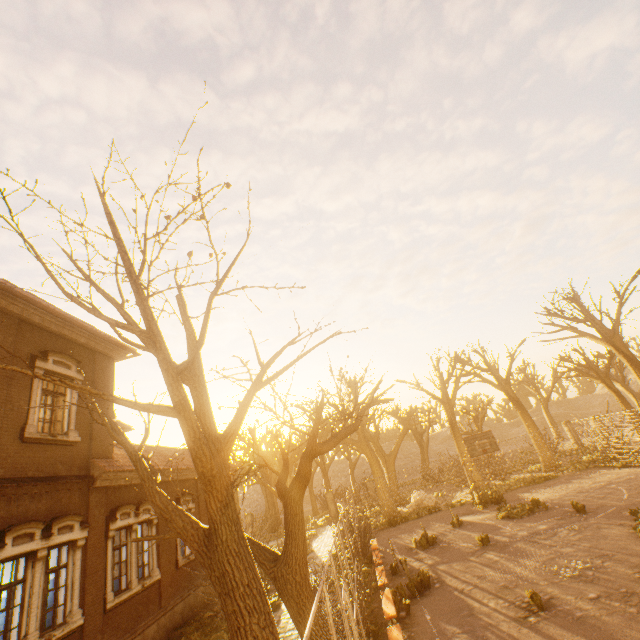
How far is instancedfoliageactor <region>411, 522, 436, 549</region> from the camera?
14.6m

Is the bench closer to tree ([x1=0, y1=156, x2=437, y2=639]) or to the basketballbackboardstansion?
tree ([x1=0, y1=156, x2=437, y2=639])

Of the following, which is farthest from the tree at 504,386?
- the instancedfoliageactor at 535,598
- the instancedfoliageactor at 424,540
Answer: the instancedfoliageactor at 424,540

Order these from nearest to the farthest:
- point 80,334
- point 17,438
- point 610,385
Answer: point 17,438 < point 80,334 < point 610,385

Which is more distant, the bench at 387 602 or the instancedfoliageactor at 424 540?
the instancedfoliageactor at 424 540

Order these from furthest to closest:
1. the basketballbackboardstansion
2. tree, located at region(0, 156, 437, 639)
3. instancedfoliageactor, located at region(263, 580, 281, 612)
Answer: the basketballbackboardstansion
instancedfoliageactor, located at region(263, 580, 281, 612)
tree, located at region(0, 156, 437, 639)

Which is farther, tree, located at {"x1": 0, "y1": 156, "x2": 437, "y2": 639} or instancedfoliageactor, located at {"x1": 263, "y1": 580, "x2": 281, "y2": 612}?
instancedfoliageactor, located at {"x1": 263, "y1": 580, "x2": 281, "y2": 612}

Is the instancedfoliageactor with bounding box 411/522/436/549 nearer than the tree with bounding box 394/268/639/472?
Yes
